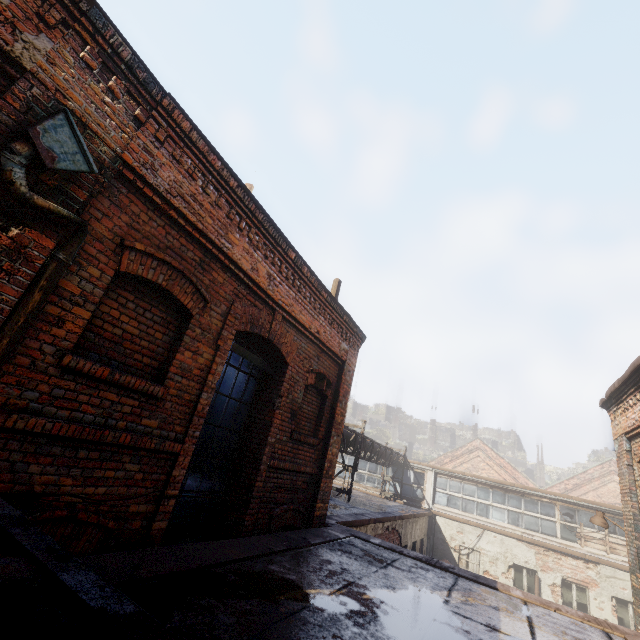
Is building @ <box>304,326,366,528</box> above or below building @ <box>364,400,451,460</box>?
below

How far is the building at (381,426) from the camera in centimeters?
5628cm

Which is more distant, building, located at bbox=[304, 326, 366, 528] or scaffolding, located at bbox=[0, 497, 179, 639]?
building, located at bbox=[304, 326, 366, 528]

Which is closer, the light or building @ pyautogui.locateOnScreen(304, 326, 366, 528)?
building @ pyautogui.locateOnScreen(304, 326, 366, 528)

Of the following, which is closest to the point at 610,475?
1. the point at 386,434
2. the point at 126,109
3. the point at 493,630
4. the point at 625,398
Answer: the point at 625,398

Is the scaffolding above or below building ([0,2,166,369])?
below

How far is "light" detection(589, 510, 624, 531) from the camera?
8.5 meters

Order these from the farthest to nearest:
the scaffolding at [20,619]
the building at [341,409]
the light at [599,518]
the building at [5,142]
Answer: the light at [599,518] < the building at [341,409] < the building at [5,142] < the scaffolding at [20,619]
